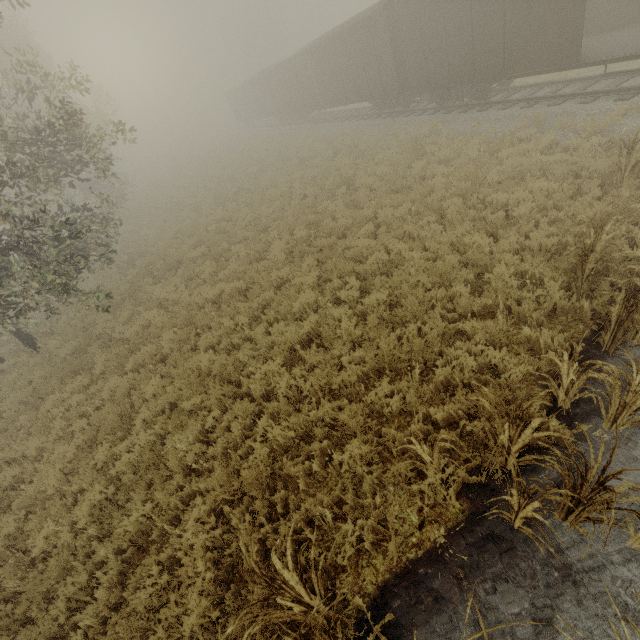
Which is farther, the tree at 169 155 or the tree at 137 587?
the tree at 169 155

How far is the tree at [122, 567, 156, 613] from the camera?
4.1 meters

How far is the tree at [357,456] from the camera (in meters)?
4.73

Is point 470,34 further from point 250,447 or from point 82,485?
point 82,485

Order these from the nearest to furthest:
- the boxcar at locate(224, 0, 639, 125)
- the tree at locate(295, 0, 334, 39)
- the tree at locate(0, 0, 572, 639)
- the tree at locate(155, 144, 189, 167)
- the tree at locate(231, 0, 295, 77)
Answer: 1. the tree at locate(0, 0, 572, 639)
2. the boxcar at locate(224, 0, 639, 125)
3. the tree at locate(231, 0, 295, 77)
4. the tree at locate(295, 0, 334, 39)
5. the tree at locate(155, 144, 189, 167)

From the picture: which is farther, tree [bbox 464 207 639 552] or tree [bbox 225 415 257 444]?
tree [bbox 225 415 257 444]

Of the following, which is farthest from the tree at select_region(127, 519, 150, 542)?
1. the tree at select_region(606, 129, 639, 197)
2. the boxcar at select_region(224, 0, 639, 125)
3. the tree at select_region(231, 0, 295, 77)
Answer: the tree at select_region(231, 0, 295, 77)

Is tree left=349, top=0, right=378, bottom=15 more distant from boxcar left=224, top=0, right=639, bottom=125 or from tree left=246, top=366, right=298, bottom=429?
tree left=246, top=366, right=298, bottom=429
